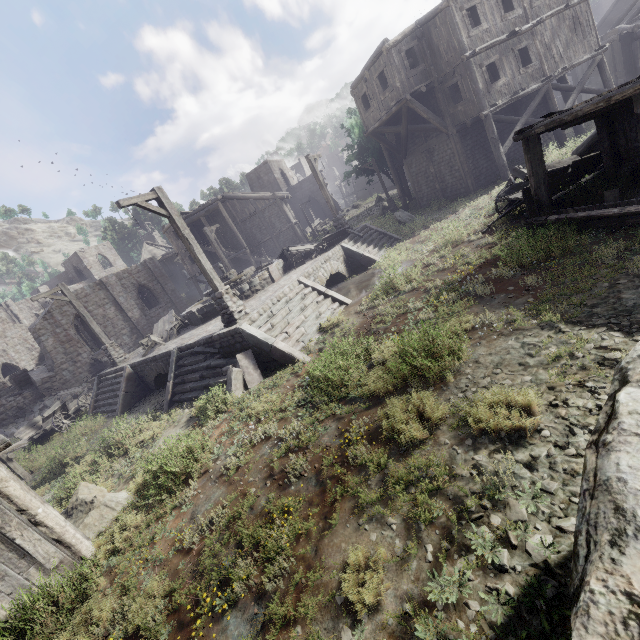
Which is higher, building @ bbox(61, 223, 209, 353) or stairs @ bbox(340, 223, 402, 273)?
building @ bbox(61, 223, 209, 353)

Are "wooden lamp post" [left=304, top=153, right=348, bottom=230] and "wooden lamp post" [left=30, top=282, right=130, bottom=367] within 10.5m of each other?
no

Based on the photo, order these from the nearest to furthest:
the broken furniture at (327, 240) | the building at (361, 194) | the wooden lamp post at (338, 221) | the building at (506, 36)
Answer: the building at (506, 36) < the broken furniture at (327, 240) < the wooden lamp post at (338, 221) < the building at (361, 194)

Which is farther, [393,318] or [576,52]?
A: [576,52]

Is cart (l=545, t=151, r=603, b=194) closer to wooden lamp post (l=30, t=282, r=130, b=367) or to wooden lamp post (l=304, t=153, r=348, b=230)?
wooden lamp post (l=304, t=153, r=348, b=230)

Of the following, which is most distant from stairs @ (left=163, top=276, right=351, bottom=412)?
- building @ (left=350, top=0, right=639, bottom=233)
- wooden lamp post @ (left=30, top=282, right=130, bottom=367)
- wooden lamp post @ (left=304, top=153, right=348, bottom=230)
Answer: wooden lamp post @ (left=304, top=153, right=348, bottom=230)

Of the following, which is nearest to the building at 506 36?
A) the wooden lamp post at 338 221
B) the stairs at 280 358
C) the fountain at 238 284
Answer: the stairs at 280 358

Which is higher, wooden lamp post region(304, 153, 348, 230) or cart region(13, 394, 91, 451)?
A: wooden lamp post region(304, 153, 348, 230)
